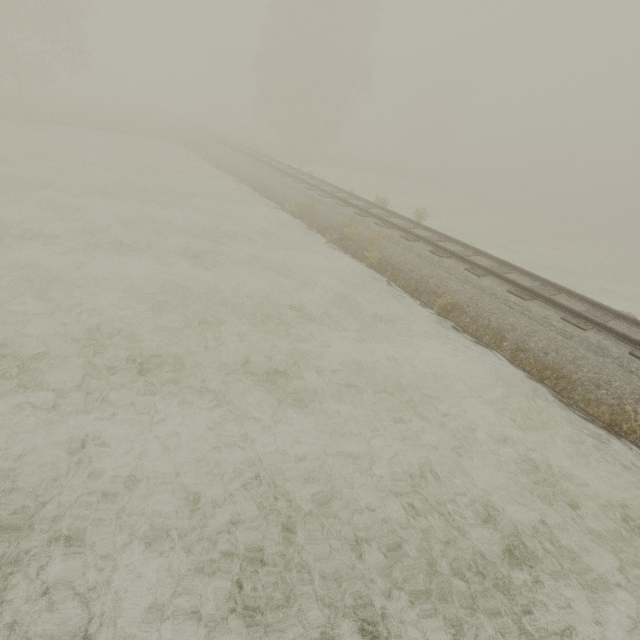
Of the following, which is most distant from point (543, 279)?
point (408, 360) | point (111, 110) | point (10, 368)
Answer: point (111, 110)
